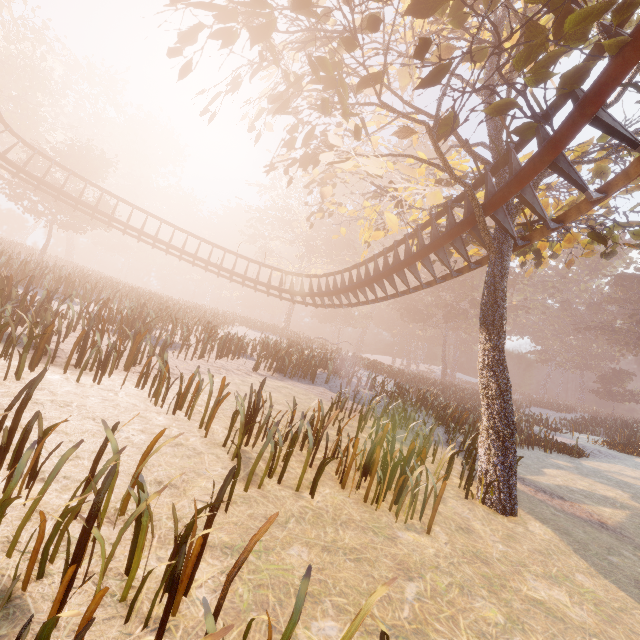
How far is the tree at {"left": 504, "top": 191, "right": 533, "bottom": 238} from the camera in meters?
7.9

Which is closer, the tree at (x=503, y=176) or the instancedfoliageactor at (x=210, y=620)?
the instancedfoliageactor at (x=210, y=620)

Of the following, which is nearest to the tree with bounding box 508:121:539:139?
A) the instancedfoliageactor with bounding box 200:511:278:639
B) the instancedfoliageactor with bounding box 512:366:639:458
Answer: the instancedfoliageactor with bounding box 200:511:278:639

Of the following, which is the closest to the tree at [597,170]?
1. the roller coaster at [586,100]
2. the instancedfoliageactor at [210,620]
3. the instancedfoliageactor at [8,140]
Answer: the roller coaster at [586,100]

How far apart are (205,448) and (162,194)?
63.9m

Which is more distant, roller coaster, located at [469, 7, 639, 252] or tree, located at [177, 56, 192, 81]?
tree, located at [177, 56, 192, 81]

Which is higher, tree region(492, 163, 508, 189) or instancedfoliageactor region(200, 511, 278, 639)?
tree region(492, 163, 508, 189)
